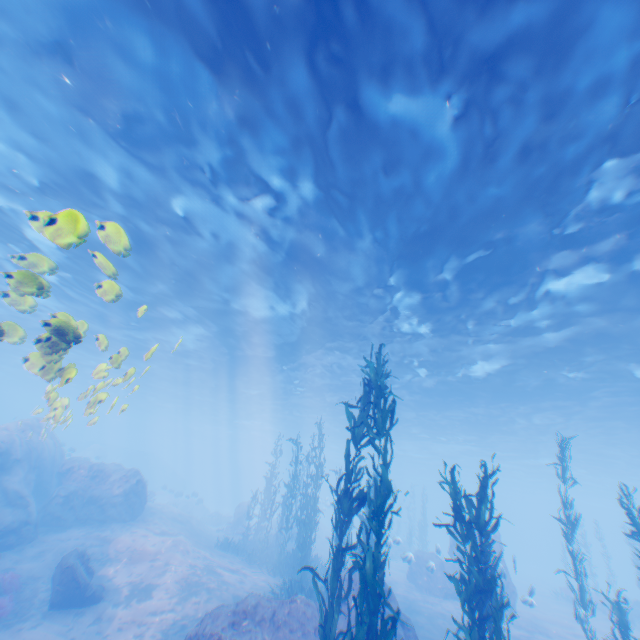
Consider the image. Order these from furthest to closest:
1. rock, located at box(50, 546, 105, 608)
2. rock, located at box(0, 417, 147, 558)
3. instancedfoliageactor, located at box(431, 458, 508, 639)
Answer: rock, located at box(0, 417, 147, 558) < rock, located at box(50, 546, 105, 608) < instancedfoliageactor, located at box(431, 458, 508, 639)

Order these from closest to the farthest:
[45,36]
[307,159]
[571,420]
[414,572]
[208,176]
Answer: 1. [45,36]
2. [307,159]
3. [208,176]
4. [414,572]
5. [571,420]

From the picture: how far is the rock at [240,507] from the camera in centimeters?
2836cm

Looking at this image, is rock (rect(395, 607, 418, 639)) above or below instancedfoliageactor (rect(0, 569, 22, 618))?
above

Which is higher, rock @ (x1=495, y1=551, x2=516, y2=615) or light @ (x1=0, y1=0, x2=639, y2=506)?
light @ (x1=0, y1=0, x2=639, y2=506)

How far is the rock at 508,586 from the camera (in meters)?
13.52

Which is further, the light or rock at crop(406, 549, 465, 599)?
rock at crop(406, 549, 465, 599)

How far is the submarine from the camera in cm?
2711
